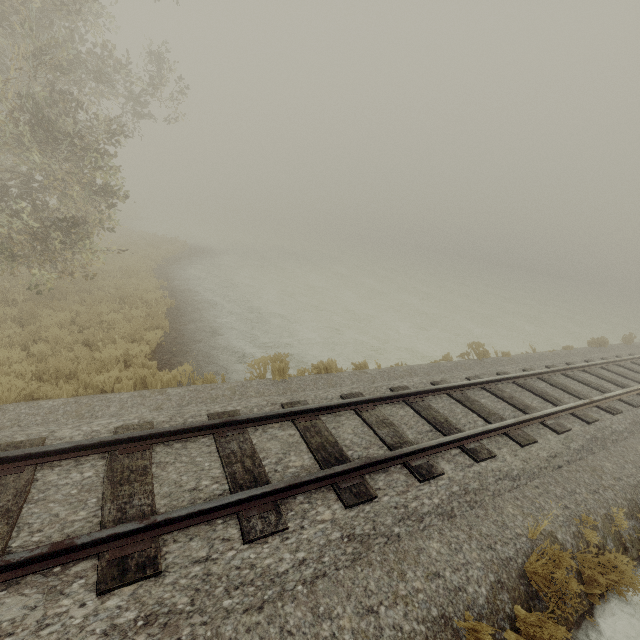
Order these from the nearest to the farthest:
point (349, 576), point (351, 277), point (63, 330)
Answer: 1. point (349, 576)
2. point (63, 330)
3. point (351, 277)
